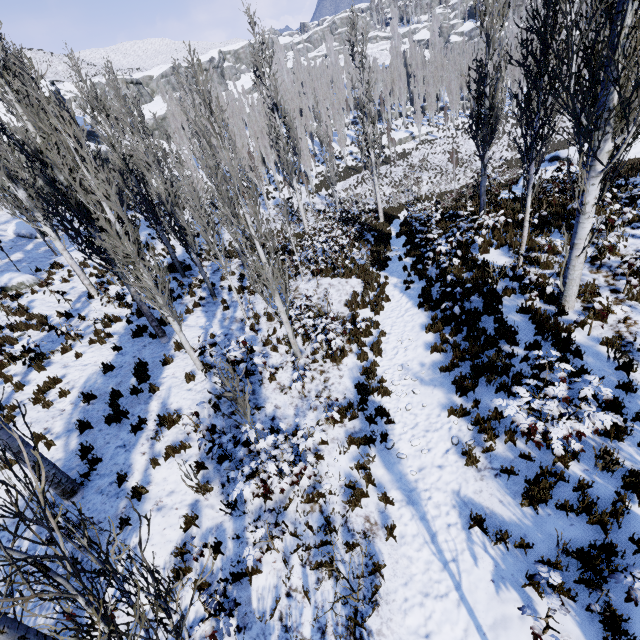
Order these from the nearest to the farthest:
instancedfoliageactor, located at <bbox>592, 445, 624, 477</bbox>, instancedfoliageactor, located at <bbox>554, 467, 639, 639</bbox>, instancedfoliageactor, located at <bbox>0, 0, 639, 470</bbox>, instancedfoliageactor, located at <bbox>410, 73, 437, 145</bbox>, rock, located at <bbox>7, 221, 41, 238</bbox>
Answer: instancedfoliageactor, located at <bbox>554, 467, 639, 639</bbox>
instancedfoliageactor, located at <bbox>592, 445, 624, 477</bbox>
instancedfoliageactor, located at <bbox>0, 0, 639, 470</bbox>
rock, located at <bbox>7, 221, 41, 238</bbox>
instancedfoliageactor, located at <bbox>410, 73, 437, 145</bbox>

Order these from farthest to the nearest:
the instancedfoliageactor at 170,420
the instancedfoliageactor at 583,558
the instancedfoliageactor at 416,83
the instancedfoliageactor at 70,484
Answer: the instancedfoliageactor at 416,83, the instancedfoliageactor at 170,420, the instancedfoliageactor at 583,558, the instancedfoliageactor at 70,484

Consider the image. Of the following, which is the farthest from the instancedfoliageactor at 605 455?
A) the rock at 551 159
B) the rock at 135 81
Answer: the rock at 551 159

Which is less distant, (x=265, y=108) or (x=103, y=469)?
(x=103, y=469)

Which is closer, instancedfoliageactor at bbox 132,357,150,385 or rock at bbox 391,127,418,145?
instancedfoliageactor at bbox 132,357,150,385

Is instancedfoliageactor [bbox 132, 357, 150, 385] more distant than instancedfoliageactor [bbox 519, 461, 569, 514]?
Yes

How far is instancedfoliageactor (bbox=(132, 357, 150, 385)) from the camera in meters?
9.2
